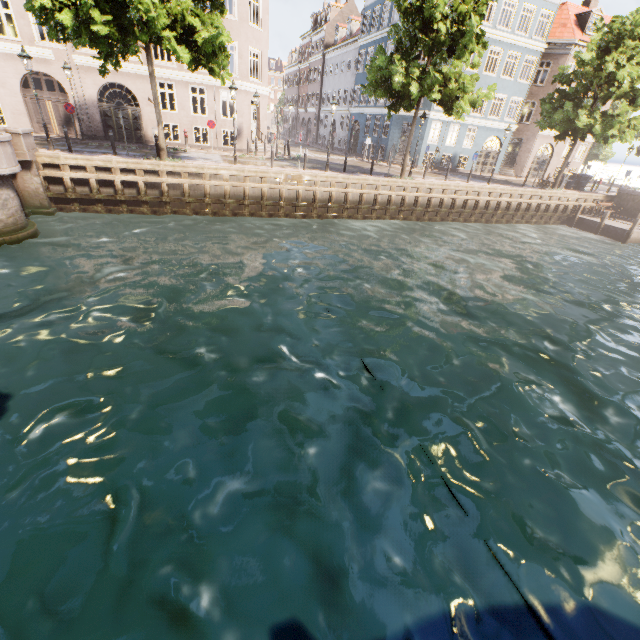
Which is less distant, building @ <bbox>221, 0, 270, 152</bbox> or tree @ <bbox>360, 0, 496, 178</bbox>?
tree @ <bbox>360, 0, 496, 178</bbox>

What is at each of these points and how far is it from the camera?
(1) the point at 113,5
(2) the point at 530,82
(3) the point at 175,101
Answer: (1) tree, 11.26m
(2) building, 29.25m
(3) building, 22.09m

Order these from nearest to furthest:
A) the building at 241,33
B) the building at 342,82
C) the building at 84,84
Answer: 1. the building at 84,84
2. the building at 241,33
3. the building at 342,82

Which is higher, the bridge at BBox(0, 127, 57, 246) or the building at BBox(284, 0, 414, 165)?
the building at BBox(284, 0, 414, 165)

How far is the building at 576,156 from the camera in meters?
33.4

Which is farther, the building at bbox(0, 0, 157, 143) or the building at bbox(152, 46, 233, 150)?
the building at bbox(152, 46, 233, 150)

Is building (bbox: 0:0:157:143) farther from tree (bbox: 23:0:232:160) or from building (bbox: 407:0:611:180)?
building (bbox: 407:0:611:180)
